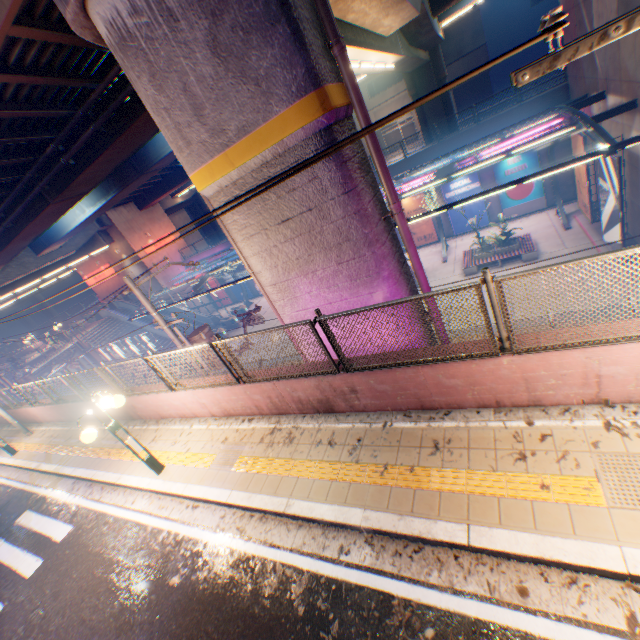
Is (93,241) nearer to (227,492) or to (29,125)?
(29,125)

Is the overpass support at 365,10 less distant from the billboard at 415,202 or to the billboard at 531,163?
the billboard at 415,202

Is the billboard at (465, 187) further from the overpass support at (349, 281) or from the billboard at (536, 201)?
the overpass support at (349, 281)

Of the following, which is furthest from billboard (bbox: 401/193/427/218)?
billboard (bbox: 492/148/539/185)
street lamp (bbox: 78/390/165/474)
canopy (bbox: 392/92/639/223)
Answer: street lamp (bbox: 78/390/165/474)

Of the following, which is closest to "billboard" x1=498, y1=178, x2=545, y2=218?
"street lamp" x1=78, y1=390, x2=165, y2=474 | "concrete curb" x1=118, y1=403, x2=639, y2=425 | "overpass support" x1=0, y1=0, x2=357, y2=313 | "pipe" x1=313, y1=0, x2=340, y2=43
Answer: "overpass support" x1=0, y1=0, x2=357, y2=313

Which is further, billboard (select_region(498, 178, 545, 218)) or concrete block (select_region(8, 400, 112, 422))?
billboard (select_region(498, 178, 545, 218))

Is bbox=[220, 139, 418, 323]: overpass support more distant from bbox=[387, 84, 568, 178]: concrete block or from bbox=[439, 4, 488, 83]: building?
bbox=[439, 4, 488, 83]: building

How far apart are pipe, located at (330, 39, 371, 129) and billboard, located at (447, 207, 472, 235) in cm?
2024
